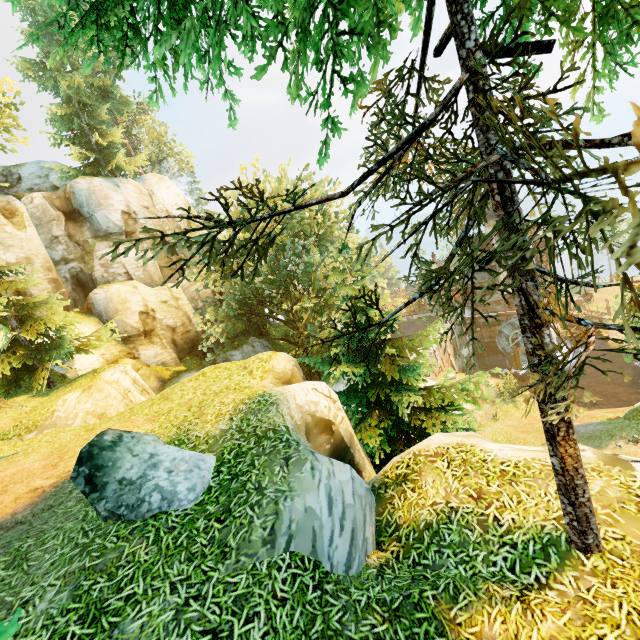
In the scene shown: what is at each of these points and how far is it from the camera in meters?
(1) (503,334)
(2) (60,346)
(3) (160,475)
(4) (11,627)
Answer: (1) water wheel, 42.2
(2) tree, 17.2
(3) rock, 5.4
(4) tree, 2.6

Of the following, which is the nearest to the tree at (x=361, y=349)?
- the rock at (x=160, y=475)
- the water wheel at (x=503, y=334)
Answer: the rock at (x=160, y=475)

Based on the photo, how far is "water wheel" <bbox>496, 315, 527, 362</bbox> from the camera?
40.62m

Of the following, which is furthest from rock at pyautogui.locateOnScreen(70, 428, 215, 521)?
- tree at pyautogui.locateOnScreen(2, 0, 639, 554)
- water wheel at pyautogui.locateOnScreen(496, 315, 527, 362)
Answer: water wheel at pyautogui.locateOnScreen(496, 315, 527, 362)

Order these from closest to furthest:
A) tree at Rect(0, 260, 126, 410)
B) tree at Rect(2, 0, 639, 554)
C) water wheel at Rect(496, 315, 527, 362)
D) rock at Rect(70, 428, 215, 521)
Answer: tree at Rect(2, 0, 639, 554) → rock at Rect(70, 428, 215, 521) → tree at Rect(0, 260, 126, 410) → water wheel at Rect(496, 315, 527, 362)

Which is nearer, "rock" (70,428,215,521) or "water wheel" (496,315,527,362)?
"rock" (70,428,215,521)

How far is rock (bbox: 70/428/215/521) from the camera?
5.0m
